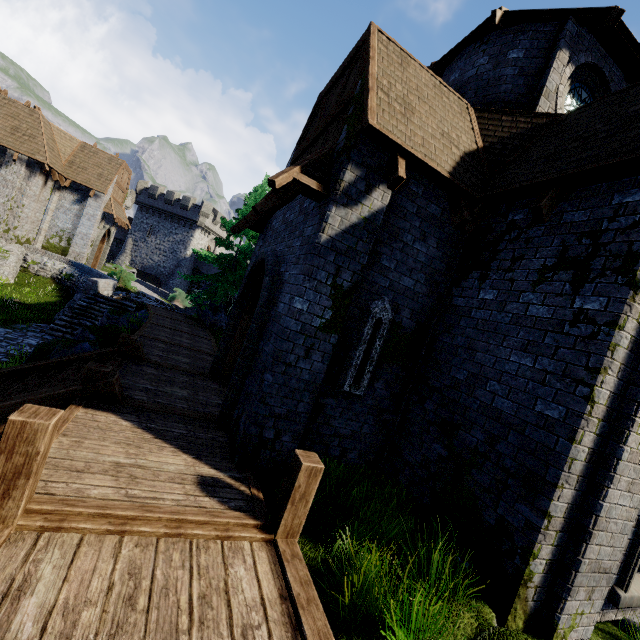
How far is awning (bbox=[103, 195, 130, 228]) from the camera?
24.3m

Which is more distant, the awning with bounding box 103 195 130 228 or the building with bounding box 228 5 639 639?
the awning with bounding box 103 195 130 228

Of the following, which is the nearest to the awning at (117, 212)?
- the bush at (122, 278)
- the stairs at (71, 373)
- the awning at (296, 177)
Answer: the bush at (122, 278)

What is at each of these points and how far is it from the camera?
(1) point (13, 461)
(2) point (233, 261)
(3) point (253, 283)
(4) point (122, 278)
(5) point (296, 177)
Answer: (1) walkway, 2.96m
(2) tree, 19.27m
(3) double door, 9.35m
(4) bush, 22.56m
(5) awning, 5.16m

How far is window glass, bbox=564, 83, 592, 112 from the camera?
8.5 meters

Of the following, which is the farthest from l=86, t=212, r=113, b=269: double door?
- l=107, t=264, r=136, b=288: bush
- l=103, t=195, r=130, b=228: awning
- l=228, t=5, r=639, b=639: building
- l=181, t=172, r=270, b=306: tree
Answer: l=228, t=5, r=639, b=639: building

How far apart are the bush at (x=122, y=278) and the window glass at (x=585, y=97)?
24.0m

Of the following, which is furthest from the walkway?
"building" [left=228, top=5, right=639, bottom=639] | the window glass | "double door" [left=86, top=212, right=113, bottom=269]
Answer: "double door" [left=86, top=212, right=113, bottom=269]
